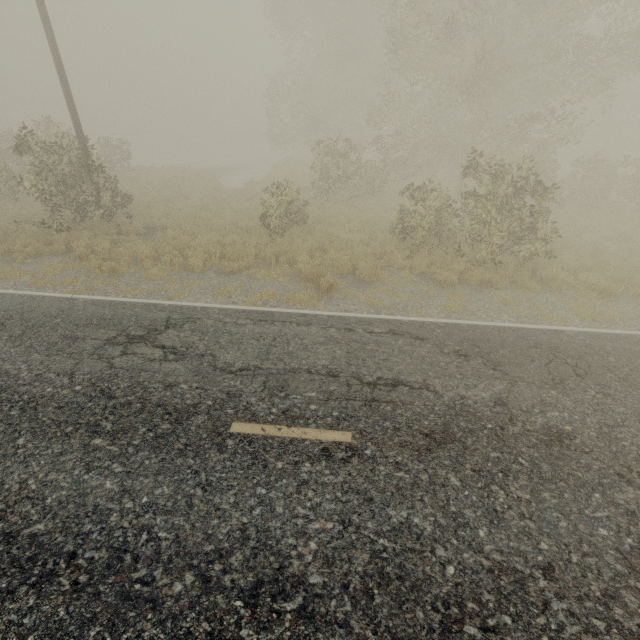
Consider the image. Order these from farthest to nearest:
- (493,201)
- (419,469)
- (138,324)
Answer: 1. (493,201)
2. (138,324)
3. (419,469)
